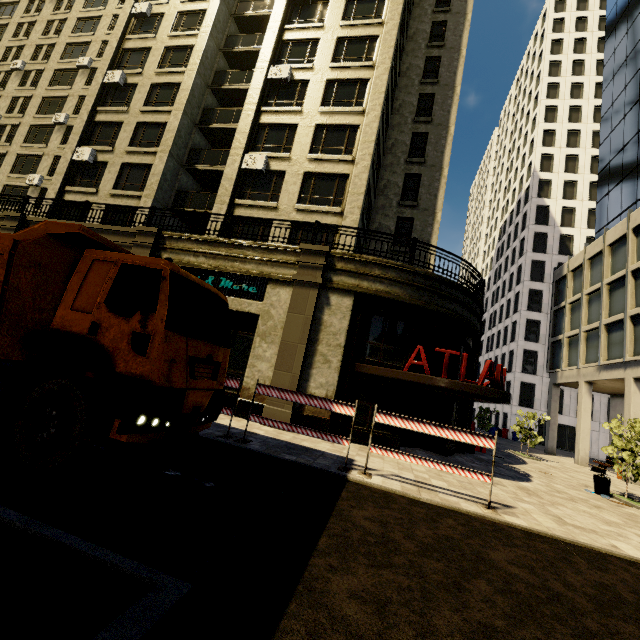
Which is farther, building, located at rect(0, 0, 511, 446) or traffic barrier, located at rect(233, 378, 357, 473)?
building, located at rect(0, 0, 511, 446)

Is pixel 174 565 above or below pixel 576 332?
below

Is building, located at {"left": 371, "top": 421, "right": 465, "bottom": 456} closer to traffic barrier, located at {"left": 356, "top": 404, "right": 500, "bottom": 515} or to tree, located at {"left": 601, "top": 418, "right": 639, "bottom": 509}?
traffic barrier, located at {"left": 356, "top": 404, "right": 500, "bottom": 515}

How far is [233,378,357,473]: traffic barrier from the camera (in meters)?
7.89

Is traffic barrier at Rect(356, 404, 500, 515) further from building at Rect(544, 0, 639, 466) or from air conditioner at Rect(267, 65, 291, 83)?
air conditioner at Rect(267, 65, 291, 83)

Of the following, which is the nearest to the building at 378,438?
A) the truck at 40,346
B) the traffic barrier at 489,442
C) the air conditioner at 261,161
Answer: the air conditioner at 261,161

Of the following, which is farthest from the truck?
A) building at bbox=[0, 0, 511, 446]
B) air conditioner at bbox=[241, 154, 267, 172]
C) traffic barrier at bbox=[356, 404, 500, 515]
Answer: air conditioner at bbox=[241, 154, 267, 172]

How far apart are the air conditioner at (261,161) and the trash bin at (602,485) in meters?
20.1
